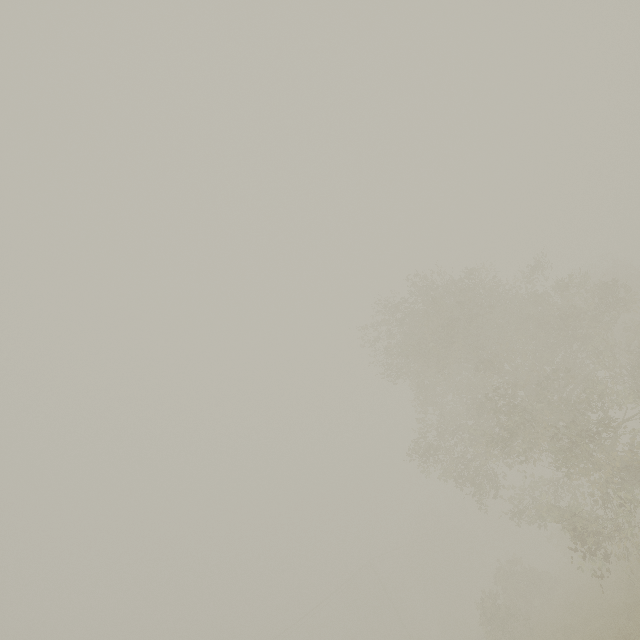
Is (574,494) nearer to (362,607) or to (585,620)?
(585,620)
